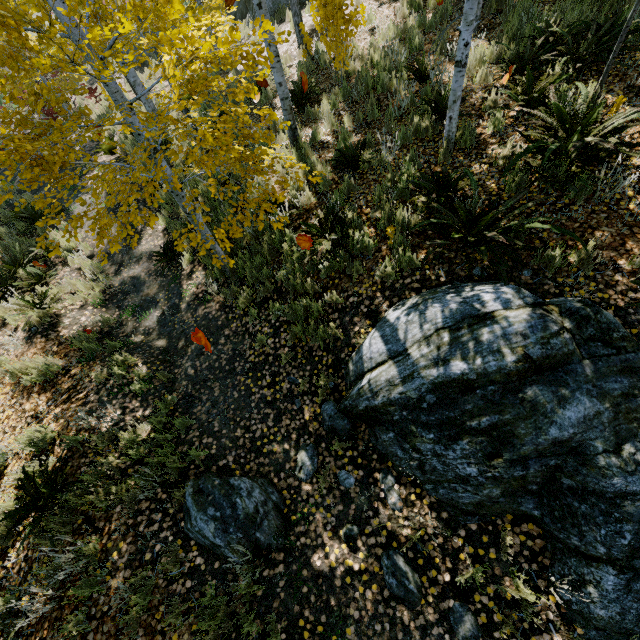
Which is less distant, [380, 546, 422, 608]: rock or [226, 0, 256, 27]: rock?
[380, 546, 422, 608]: rock

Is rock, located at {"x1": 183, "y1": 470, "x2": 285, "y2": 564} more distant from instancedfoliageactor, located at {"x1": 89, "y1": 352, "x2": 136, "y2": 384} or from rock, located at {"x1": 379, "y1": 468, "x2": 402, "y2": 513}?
instancedfoliageactor, located at {"x1": 89, "y1": 352, "x2": 136, "y2": 384}

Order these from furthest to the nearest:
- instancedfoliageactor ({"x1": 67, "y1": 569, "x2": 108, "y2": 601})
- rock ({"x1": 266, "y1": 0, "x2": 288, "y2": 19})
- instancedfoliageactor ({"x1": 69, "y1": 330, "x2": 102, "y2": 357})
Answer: rock ({"x1": 266, "y1": 0, "x2": 288, "y2": 19})
instancedfoliageactor ({"x1": 69, "y1": 330, "x2": 102, "y2": 357})
instancedfoliageactor ({"x1": 67, "y1": 569, "x2": 108, "y2": 601})

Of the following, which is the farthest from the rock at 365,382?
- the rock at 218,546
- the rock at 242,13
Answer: the rock at 242,13

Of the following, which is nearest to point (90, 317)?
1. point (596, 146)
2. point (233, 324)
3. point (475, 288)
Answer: point (233, 324)

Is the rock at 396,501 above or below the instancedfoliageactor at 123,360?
below

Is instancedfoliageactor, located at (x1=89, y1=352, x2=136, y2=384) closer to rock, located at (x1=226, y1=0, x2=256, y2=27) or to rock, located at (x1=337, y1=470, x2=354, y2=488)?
rock, located at (x1=337, y1=470, x2=354, y2=488)

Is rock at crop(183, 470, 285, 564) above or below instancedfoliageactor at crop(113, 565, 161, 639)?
below
